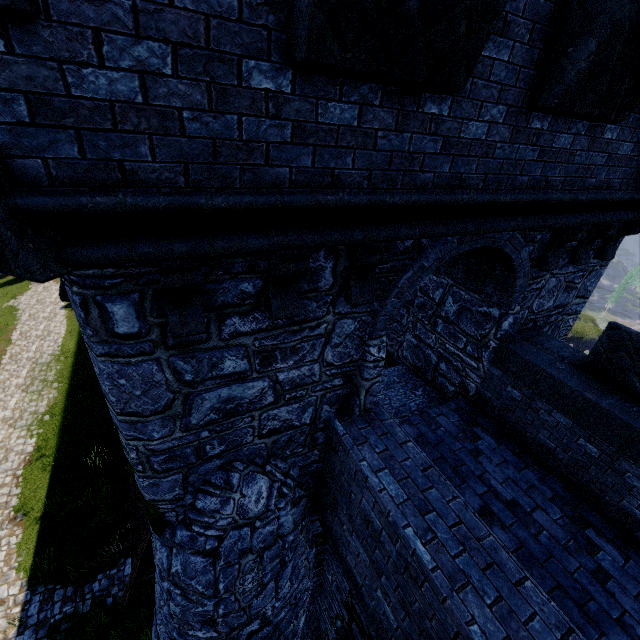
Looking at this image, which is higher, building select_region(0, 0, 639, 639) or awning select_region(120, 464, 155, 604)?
building select_region(0, 0, 639, 639)

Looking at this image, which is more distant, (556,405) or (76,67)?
(556,405)

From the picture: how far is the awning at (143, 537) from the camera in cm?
766

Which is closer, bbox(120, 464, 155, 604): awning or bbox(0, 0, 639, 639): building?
bbox(0, 0, 639, 639): building

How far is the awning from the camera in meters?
7.7 m

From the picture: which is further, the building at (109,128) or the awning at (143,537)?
the awning at (143,537)
